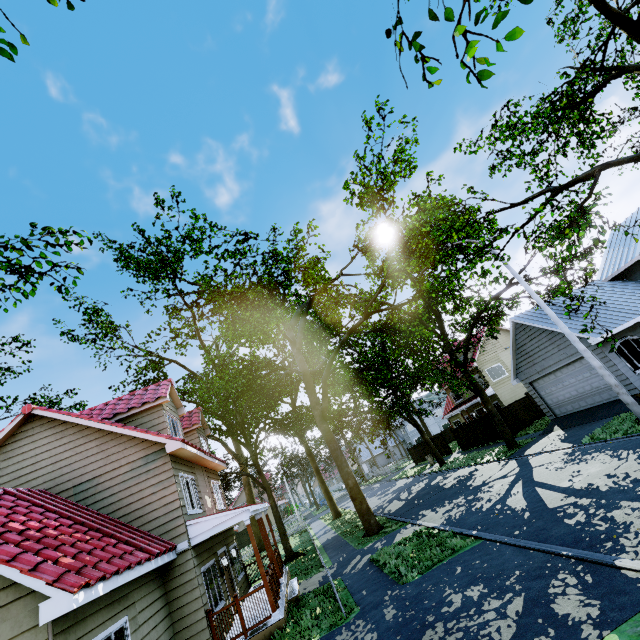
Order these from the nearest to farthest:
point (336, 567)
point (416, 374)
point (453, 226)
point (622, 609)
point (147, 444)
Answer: point (622, 609)
point (453, 226)
point (147, 444)
point (336, 567)
point (416, 374)

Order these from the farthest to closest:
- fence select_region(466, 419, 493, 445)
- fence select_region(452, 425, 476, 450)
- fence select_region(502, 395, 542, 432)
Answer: fence select_region(452, 425, 476, 450) < fence select_region(466, 419, 493, 445) < fence select_region(502, 395, 542, 432)

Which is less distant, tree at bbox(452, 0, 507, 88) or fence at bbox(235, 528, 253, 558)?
tree at bbox(452, 0, 507, 88)

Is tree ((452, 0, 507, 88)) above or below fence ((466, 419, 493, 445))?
above

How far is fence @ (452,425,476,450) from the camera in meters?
29.1 m

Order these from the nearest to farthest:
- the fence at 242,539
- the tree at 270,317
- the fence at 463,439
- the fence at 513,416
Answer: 1. the tree at 270,317
2. the fence at 513,416
3. the fence at 463,439
4. the fence at 242,539

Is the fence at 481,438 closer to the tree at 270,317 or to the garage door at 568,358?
the tree at 270,317

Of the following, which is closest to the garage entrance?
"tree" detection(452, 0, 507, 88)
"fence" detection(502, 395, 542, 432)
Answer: "tree" detection(452, 0, 507, 88)
